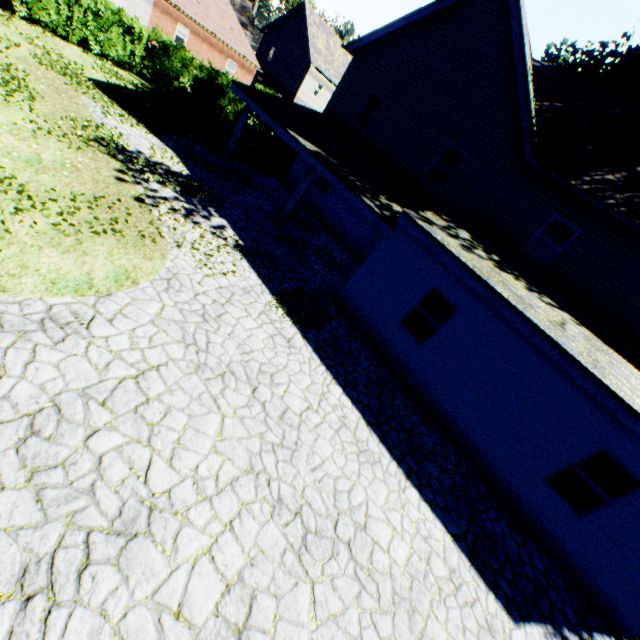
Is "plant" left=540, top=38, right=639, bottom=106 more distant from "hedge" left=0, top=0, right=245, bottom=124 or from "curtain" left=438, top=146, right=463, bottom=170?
"curtain" left=438, top=146, right=463, bottom=170

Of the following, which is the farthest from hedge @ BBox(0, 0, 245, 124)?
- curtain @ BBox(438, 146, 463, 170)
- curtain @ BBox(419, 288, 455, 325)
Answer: curtain @ BBox(419, 288, 455, 325)

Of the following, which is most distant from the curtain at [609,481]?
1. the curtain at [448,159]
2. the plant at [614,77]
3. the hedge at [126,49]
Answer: the hedge at [126,49]

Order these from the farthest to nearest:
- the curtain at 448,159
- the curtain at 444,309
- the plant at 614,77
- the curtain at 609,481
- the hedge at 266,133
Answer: the hedge at 266,133
the plant at 614,77
the curtain at 448,159
the curtain at 444,309
the curtain at 609,481

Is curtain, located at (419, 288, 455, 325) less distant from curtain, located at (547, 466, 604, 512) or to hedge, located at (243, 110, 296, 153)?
curtain, located at (547, 466, 604, 512)

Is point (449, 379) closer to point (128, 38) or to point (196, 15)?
point (128, 38)

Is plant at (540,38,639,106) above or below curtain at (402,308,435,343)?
above

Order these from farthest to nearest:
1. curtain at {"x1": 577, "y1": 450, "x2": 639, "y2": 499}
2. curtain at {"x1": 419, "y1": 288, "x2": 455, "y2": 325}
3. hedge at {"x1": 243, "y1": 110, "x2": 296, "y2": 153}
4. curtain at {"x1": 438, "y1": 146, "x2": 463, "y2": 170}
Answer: hedge at {"x1": 243, "y1": 110, "x2": 296, "y2": 153} < curtain at {"x1": 438, "y1": 146, "x2": 463, "y2": 170} < curtain at {"x1": 419, "y1": 288, "x2": 455, "y2": 325} < curtain at {"x1": 577, "y1": 450, "x2": 639, "y2": 499}
